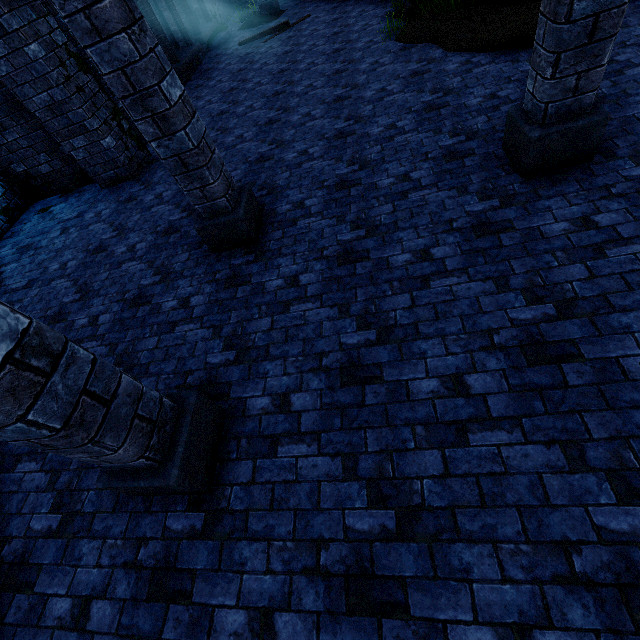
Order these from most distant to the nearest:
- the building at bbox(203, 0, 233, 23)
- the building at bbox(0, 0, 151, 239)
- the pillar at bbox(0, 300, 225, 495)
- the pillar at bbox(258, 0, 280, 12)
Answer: the building at bbox(203, 0, 233, 23) → the pillar at bbox(258, 0, 280, 12) → the building at bbox(0, 0, 151, 239) → the pillar at bbox(0, 300, 225, 495)

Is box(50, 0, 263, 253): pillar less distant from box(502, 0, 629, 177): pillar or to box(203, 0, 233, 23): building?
box(203, 0, 233, 23): building

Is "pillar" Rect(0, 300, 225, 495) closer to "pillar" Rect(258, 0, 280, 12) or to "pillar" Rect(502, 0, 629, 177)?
"pillar" Rect(502, 0, 629, 177)

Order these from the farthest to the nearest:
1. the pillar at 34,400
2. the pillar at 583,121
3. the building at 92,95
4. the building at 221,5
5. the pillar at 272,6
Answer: the building at 221,5, the pillar at 272,6, the building at 92,95, the pillar at 583,121, the pillar at 34,400

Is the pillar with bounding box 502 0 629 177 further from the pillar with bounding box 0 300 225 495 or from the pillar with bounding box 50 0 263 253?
the pillar with bounding box 0 300 225 495

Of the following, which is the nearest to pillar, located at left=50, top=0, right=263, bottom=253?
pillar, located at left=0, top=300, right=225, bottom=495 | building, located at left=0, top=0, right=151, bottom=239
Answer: building, located at left=0, top=0, right=151, bottom=239

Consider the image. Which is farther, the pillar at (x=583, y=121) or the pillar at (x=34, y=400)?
the pillar at (x=583, y=121)

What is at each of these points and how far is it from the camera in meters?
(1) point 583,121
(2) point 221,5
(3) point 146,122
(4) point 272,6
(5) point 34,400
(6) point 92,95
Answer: (1) pillar, 3.2
(2) building, 14.7
(3) pillar, 3.3
(4) pillar, 12.6
(5) pillar, 1.6
(6) building, 6.3
